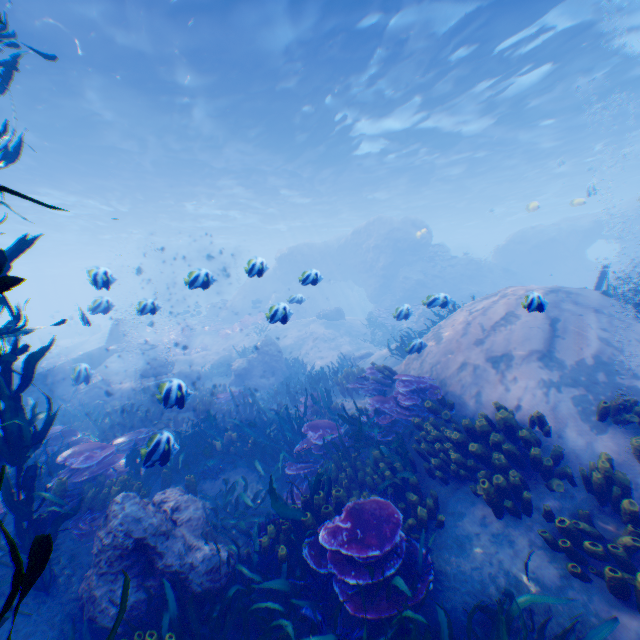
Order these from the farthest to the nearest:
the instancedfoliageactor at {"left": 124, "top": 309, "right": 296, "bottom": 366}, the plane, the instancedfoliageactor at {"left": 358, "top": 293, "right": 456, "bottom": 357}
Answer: the instancedfoliageactor at {"left": 124, "top": 309, "right": 296, "bottom": 366} < the plane < the instancedfoliageactor at {"left": 358, "top": 293, "right": 456, "bottom": 357}

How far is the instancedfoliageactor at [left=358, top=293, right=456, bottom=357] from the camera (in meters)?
10.32

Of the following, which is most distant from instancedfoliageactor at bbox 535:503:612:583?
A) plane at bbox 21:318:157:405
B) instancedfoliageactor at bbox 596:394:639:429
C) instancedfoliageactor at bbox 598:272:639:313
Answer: instancedfoliageactor at bbox 598:272:639:313

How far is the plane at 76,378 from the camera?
12.54m

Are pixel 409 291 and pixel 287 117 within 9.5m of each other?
no

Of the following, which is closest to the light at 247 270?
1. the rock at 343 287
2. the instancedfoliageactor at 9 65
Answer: the rock at 343 287

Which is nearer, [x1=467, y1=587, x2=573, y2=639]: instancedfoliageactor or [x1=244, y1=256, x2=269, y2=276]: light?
[x1=467, y1=587, x2=573, y2=639]: instancedfoliageactor
